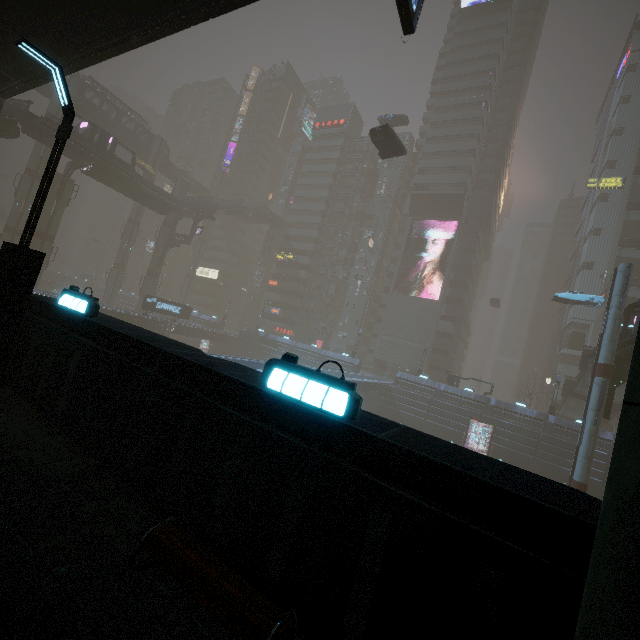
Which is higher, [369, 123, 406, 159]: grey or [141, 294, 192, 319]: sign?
[369, 123, 406, 159]: grey

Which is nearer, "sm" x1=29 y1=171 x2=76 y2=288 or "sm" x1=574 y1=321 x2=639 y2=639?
"sm" x1=574 y1=321 x2=639 y2=639

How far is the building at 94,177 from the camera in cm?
4123

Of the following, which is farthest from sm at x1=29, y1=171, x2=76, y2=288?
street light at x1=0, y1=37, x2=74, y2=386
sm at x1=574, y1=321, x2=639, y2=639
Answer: sm at x1=574, y1=321, x2=639, y2=639

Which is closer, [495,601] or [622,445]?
[622,445]

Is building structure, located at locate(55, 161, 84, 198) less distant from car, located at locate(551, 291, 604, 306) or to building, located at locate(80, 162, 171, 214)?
building, located at locate(80, 162, 171, 214)

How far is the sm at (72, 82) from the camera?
48.84m

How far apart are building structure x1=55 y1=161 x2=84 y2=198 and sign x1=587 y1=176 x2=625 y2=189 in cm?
7721
